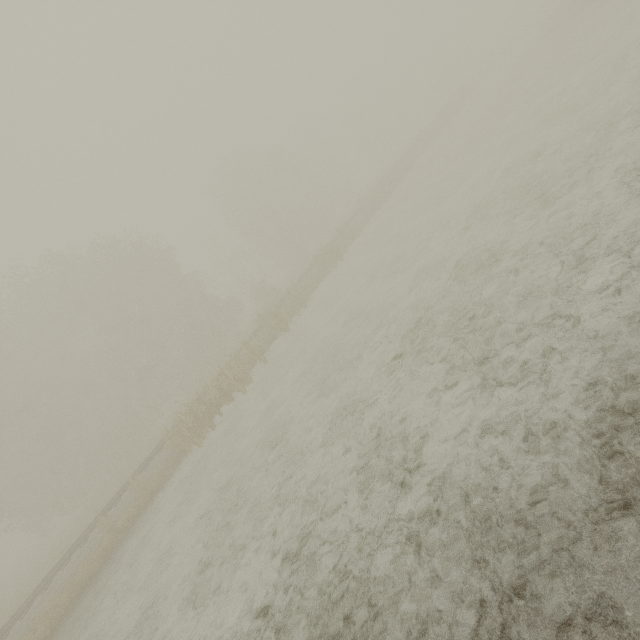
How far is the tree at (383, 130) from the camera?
29.6m

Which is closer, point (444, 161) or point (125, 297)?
point (444, 161)

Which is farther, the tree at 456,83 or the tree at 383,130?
the tree at 456,83

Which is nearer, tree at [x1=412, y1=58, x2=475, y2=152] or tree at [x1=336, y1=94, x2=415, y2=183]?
tree at [x1=336, y1=94, x2=415, y2=183]

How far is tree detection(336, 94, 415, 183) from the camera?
29.6 meters
